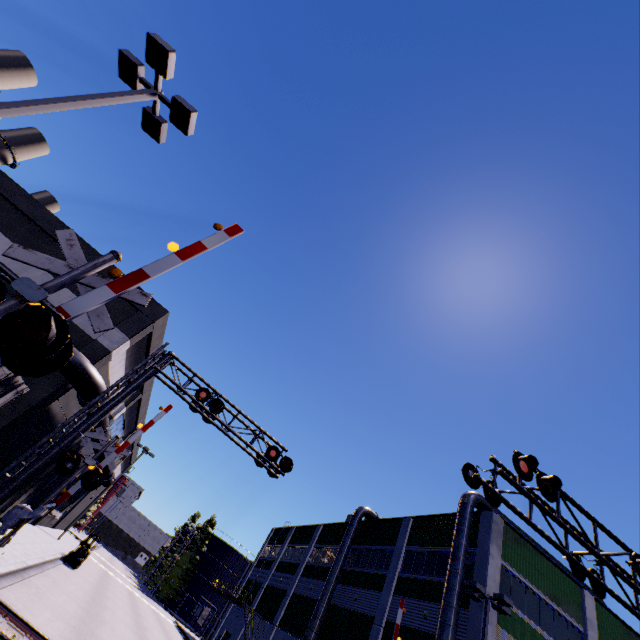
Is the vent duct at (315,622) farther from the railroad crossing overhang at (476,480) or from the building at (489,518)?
the railroad crossing overhang at (476,480)

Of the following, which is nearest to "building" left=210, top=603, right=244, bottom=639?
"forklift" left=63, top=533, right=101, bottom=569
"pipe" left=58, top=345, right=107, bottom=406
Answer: "pipe" left=58, top=345, right=107, bottom=406

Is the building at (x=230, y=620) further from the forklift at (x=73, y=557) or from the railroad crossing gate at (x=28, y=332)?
the forklift at (x=73, y=557)

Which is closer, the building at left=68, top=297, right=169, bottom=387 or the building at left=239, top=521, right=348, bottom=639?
the building at left=68, top=297, right=169, bottom=387

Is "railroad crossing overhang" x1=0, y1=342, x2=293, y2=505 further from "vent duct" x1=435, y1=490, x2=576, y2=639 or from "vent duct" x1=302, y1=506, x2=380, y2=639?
"vent duct" x1=302, y1=506, x2=380, y2=639

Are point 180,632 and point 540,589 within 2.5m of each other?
no
